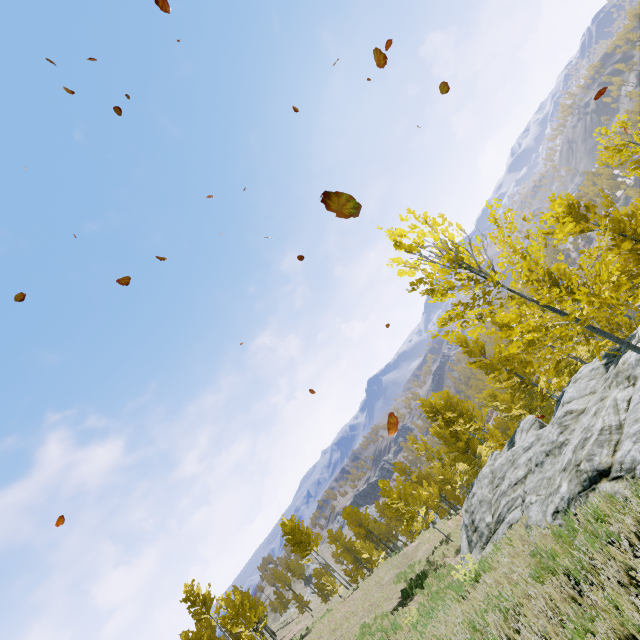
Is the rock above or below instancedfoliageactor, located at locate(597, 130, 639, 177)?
below

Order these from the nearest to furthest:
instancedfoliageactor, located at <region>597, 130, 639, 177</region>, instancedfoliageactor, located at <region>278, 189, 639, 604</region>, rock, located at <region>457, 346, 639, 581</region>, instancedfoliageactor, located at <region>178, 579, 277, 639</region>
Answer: instancedfoliageactor, located at <region>278, 189, 639, 604</region> → rock, located at <region>457, 346, 639, 581</region> → instancedfoliageactor, located at <region>597, 130, 639, 177</region> → instancedfoliageactor, located at <region>178, 579, 277, 639</region>

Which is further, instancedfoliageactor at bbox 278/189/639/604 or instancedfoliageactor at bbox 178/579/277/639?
instancedfoliageactor at bbox 178/579/277/639

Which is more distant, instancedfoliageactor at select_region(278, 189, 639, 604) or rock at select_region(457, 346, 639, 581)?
rock at select_region(457, 346, 639, 581)

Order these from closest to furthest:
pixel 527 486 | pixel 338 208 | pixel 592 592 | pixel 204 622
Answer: pixel 338 208 → pixel 592 592 → pixel 527 486 → pixel 204 622

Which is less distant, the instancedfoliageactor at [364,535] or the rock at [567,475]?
the instancedfoliageactor at [364,535]

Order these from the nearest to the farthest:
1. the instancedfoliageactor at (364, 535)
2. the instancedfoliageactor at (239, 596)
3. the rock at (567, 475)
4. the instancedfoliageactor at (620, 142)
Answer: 1. the instancedfoliageactor at (364, 535)
2. the rock at (567, 475)
3. the instancedfoliageactor at (620, 142)
4. the instancedfoliageactor at (239, 596)
